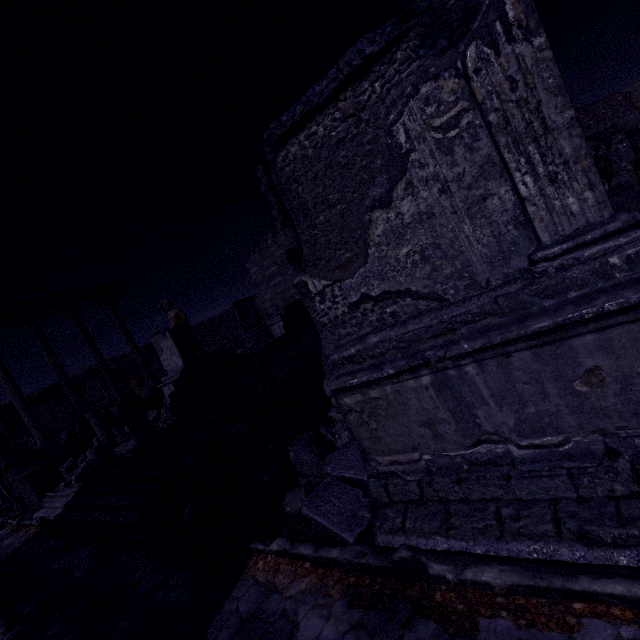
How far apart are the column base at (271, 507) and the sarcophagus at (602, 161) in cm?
1104

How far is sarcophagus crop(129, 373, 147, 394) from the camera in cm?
2542

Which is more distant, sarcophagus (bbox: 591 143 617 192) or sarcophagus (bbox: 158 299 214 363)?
sarcophagus (bbox: 158 299 214 363)

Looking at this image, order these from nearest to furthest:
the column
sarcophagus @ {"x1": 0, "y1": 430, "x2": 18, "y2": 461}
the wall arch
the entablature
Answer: the entablature < the column < sarcophagus @ {"x1": 0, "y1": 430, "x2": 18, "y2": 461} < the wall arch

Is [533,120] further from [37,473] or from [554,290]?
[37,473]

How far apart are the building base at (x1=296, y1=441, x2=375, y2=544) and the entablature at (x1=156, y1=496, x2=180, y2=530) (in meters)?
2.64

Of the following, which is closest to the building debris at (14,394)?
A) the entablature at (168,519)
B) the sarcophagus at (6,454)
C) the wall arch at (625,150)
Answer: the sarcophagus at (6,454)

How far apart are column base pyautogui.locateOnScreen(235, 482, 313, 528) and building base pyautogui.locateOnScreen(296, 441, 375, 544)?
0.1 meters
